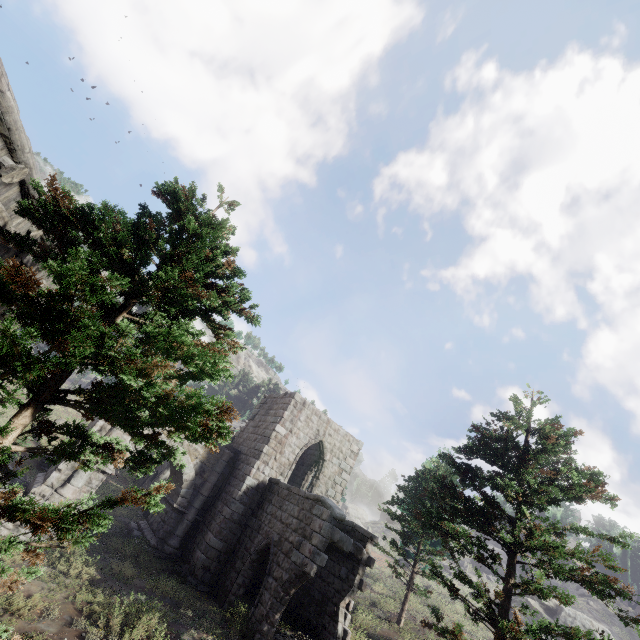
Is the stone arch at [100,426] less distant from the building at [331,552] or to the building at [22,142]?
the building at [331,552]

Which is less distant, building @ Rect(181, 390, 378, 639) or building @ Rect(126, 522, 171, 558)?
building @ Rect(181, 390, 378, 639)

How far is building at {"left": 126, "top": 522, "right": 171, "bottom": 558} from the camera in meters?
14.4

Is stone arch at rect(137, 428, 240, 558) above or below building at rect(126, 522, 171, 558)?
above

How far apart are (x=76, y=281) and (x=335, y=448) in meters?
18.3

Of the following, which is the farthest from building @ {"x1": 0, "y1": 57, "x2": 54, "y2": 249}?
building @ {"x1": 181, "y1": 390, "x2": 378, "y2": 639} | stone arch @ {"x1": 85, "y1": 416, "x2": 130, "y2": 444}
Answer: building @ {"x1": 181, "y1": 390, "x2": 378, "y2": 639}

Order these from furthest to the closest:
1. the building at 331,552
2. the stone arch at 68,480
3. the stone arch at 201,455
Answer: the stone arch at 201,455, the stone arch at 68,480, the building at 331,552

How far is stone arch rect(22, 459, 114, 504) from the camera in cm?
1348
